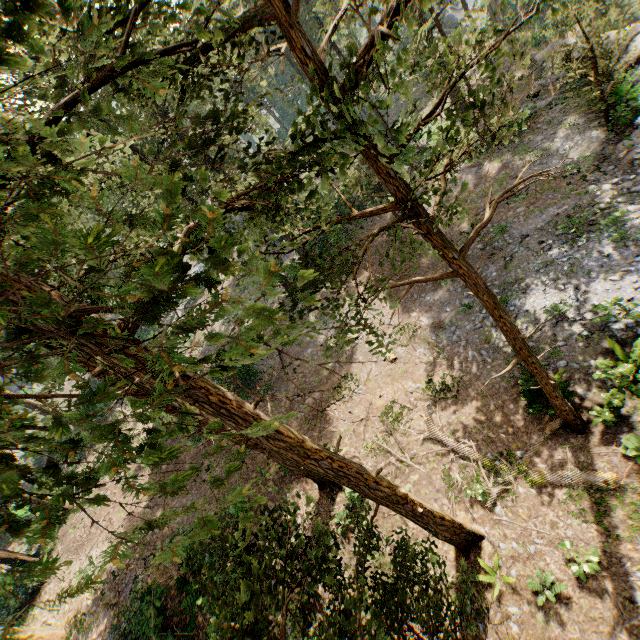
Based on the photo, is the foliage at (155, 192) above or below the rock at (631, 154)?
above

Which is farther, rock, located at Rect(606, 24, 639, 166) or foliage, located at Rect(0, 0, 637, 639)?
rock, located at Rect(606, 24, 639, 166)

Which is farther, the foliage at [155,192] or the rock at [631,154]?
the rock at [631,154]

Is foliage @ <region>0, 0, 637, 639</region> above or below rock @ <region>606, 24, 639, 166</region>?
above

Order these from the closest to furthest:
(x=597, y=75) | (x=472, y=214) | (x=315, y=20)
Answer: (x=597, y=75) → (x=472, y=214) → (x=315, y=20)
